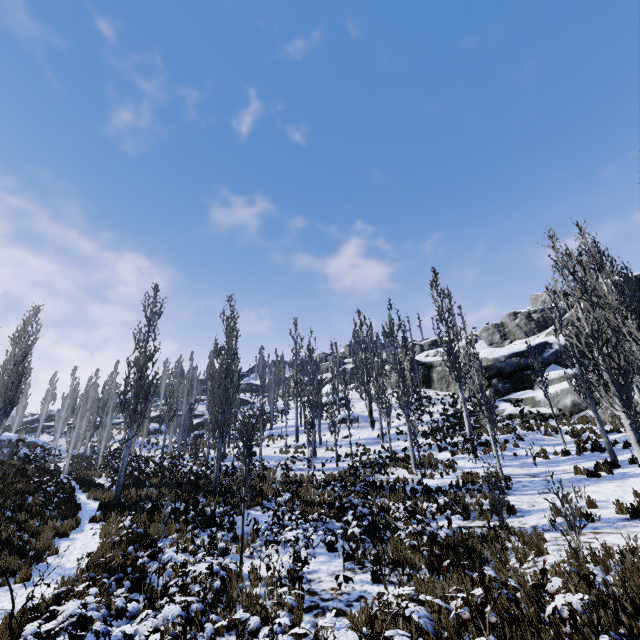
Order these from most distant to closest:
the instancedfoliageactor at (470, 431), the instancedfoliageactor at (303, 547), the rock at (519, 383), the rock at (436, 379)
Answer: the rock at (436, 379) → the rock at (519, 383) → the instancedfoliageactor at (470, 431) → the instancedfoliageactor at (303, 547)

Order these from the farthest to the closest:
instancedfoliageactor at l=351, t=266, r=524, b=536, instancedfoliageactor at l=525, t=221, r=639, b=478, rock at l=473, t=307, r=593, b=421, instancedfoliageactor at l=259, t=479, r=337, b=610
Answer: rock at l=473, t=307, r=593, b=421
instancedfoliageactor at l=351, t=266, r=524, b=536
instancedfoliageactor at l=525, t=221, r=639, b=478
instancedfoliageactor at l=259, t=479, r=337, b=610

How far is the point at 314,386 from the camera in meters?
26.9

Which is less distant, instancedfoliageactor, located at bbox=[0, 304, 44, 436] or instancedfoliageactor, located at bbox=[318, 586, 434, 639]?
instancedfoliageactor, located at bbox=[318, 586, 434, 639]

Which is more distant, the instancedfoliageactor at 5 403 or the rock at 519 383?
the rock at 519 383

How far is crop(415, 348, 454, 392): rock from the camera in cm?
3806

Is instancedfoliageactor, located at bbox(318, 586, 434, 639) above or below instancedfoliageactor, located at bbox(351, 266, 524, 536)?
below
